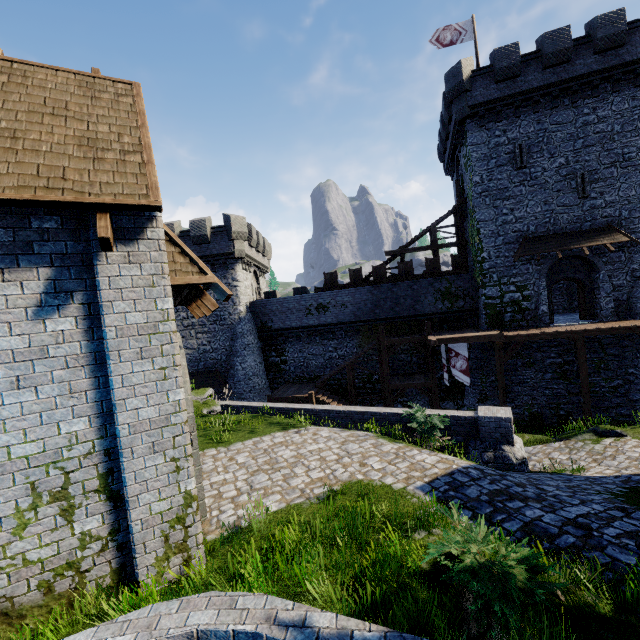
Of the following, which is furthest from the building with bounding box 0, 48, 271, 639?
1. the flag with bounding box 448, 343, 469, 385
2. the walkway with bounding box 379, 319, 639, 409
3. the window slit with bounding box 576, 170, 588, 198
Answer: the window slit with bounding box 576, 170, 588, 198

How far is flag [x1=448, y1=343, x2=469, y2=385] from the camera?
19.4m

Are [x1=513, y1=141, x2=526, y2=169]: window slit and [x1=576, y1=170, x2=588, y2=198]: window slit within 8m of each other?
yes

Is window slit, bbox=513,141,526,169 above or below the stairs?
above

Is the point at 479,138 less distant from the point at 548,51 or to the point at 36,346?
the point at 548,51

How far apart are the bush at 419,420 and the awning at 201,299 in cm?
647

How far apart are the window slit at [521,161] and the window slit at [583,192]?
2.6 meters

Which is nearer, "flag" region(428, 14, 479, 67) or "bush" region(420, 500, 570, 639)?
"bush" region(420, 500, 570, 639)
